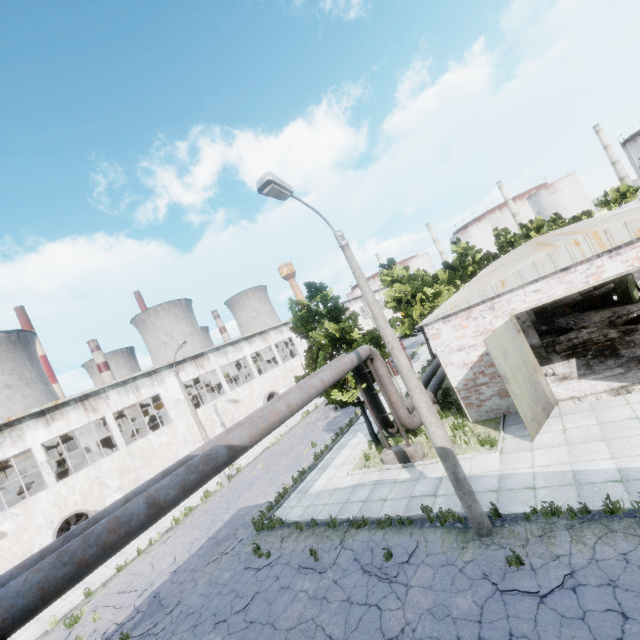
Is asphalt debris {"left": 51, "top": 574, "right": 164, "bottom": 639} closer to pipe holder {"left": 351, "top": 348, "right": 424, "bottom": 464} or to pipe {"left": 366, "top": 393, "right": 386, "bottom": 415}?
pipe {"left": 366, "top": 393, "right": 386, "bottom": 415}

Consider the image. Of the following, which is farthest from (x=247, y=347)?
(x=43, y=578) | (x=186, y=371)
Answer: (x=43, y=578)

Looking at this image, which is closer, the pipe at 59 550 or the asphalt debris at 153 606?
the pipe at 59 550

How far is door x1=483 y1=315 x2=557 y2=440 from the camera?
11.3m

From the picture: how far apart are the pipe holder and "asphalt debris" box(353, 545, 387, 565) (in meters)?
4.30

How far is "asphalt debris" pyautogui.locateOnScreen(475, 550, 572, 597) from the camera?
6.5 meters

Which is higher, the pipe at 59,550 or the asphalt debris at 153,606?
the pipe at 59,550

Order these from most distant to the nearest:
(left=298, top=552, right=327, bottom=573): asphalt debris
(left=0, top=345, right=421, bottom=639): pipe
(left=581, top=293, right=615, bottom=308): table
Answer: (left=581, top=293, right=615, bottom=308): table
(left=298, top=552, right=327, bottom=573): asphalt debris
(left=0, top=345, right=421, bottom=639): pipe
